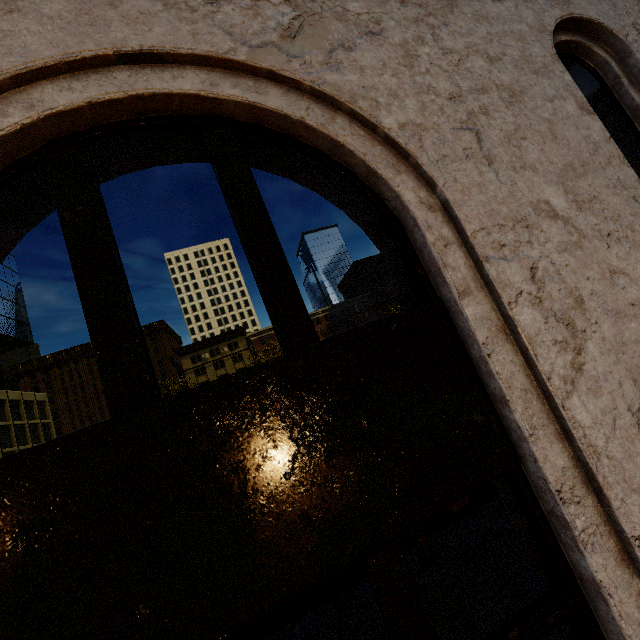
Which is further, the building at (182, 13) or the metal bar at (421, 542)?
the metal bar at (421, 542)

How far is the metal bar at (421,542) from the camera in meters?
6.0 m

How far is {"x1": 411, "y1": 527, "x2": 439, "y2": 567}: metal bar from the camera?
6.02m

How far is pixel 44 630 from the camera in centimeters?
120cm

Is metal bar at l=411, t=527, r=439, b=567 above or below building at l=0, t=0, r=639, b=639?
below

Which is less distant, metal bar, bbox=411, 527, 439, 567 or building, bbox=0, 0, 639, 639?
building, bbox=0, 0, 639, 639
